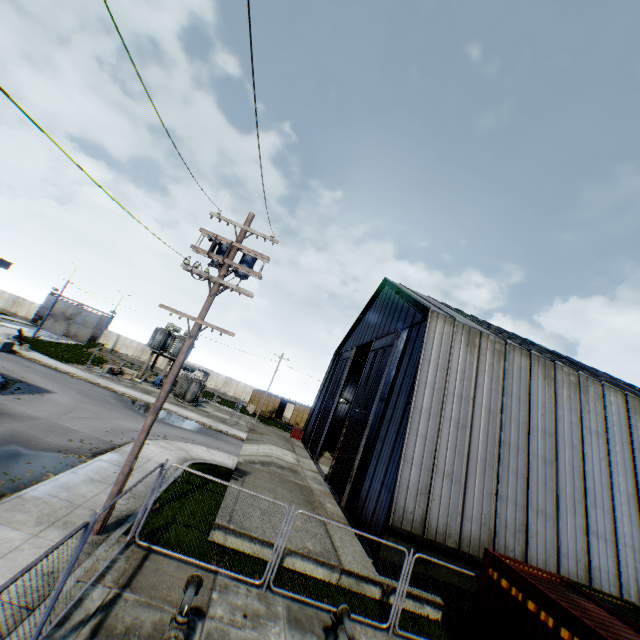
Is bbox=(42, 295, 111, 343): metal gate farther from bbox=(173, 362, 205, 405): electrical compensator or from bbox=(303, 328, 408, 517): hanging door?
bbox=(303, 328, 408, 517): hanging door

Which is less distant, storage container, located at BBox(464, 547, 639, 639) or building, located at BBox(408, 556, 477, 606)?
storage container, located at BBox(464, 547, 639, 639)

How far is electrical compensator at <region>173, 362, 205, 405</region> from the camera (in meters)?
33.56

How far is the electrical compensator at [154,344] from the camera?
37.62m

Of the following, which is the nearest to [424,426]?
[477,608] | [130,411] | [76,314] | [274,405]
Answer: [477,608]

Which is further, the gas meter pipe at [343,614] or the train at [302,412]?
the train at [302,412]

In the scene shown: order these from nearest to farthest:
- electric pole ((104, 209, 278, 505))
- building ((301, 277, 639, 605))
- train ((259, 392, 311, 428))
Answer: electric pole ((104, 209, 278, 505)) < building ((301, 277, 639, 605)) < train ((259, 392, 311, 428))

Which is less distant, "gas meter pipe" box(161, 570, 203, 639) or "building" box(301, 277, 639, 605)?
"gas meter pipe" box(161, 570, 203, 639)
